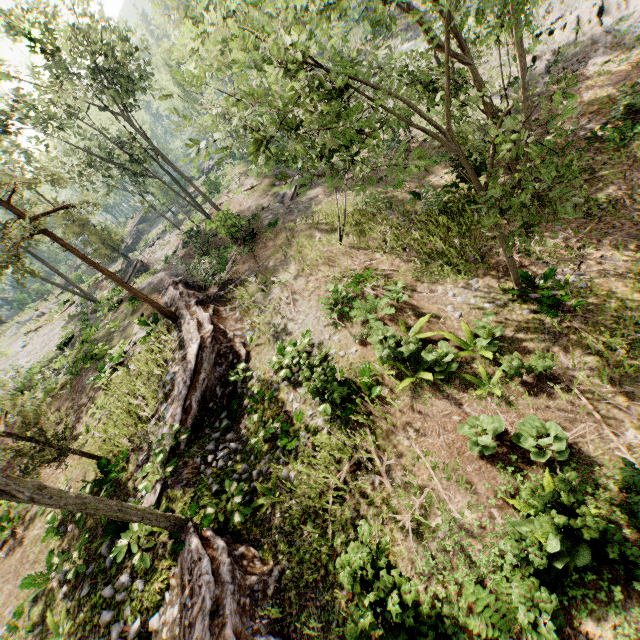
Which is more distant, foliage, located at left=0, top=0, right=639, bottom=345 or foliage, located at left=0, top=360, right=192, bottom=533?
foliage, located at left=0, top=360, right=192, bottom=533

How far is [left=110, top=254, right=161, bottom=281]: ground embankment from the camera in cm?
3160

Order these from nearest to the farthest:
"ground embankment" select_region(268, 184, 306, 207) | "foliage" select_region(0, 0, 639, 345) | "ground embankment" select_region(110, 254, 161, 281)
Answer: "foliage" select_region(0, 0, 639, 345)
"ground embankment" select_region(268, 184, 306, 207)
"ground embankment" select_region(110, 254, 161, 281)

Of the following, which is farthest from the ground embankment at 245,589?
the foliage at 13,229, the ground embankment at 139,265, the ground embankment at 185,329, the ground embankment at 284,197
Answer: the ground embankment at 139,265

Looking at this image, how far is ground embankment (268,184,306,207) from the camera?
24.20m

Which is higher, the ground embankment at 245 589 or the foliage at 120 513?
the foliage at 120 513

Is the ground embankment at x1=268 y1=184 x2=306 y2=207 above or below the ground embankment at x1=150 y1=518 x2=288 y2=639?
below

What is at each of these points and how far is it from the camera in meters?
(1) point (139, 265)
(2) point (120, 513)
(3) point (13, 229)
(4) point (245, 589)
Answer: (1) ground embankment, 33.1
(2) foliage, 7.7
(3) foliage, 11.8
(4) ground embankment, 7.6
